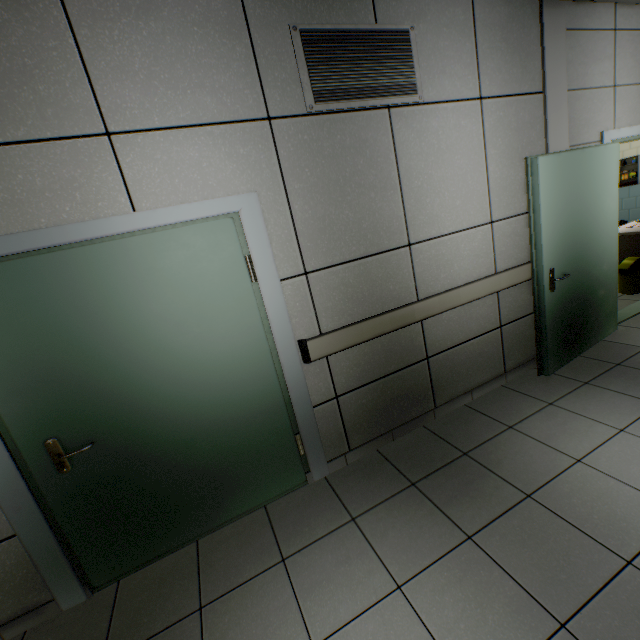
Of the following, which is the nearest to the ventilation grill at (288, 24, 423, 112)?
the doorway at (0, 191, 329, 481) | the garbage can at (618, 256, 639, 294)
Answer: the doorway at (0, 191, 329, 481)

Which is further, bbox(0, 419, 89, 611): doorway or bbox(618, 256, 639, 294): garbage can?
bbox(618, 256, 639, 294): garbage can

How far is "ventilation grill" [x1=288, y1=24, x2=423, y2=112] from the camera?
2.06m

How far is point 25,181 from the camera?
1.6 meters

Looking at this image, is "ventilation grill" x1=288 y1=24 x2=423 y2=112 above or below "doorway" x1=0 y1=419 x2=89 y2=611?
above

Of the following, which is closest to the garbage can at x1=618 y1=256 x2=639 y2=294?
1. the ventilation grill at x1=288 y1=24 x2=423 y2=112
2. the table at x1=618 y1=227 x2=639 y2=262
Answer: the table at x1=618 y1=227 x2=639 y2=262

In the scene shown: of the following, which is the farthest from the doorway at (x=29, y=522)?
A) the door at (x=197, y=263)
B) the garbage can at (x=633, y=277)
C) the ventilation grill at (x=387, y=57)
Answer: the garbage can at (x=633, y=277)

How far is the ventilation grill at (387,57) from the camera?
2.1m
